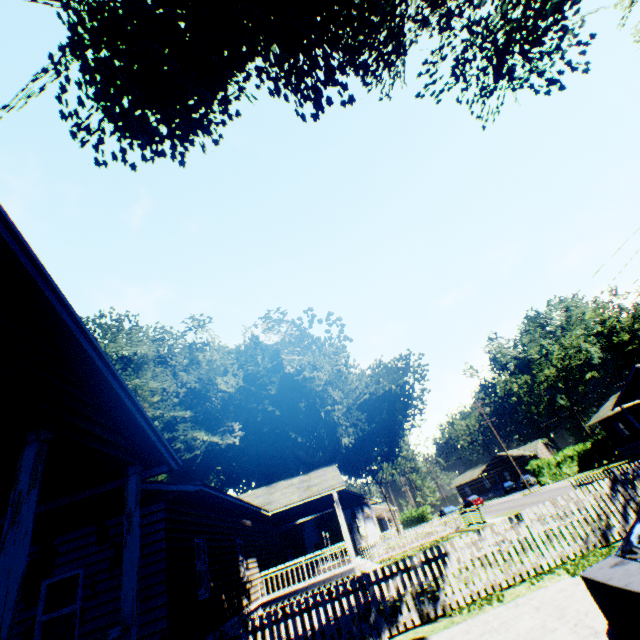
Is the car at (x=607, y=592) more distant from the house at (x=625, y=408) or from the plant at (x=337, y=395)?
the house at (x=625, y=408)

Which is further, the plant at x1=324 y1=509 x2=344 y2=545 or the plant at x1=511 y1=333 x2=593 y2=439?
the plant at x1=511 y1=333 x2=593 y2=439

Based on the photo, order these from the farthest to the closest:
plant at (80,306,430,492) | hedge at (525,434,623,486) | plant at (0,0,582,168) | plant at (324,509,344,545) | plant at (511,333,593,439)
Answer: plant at (511,333,593,439) < hedge at (525,434,623,486) < plant at (324,509,344,545) < plant at (80,306,430,492) < plant at (0,0,582,168)

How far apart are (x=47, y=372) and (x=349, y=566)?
16.9 meters

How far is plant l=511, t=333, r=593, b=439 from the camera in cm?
5500

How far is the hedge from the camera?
40.22m
